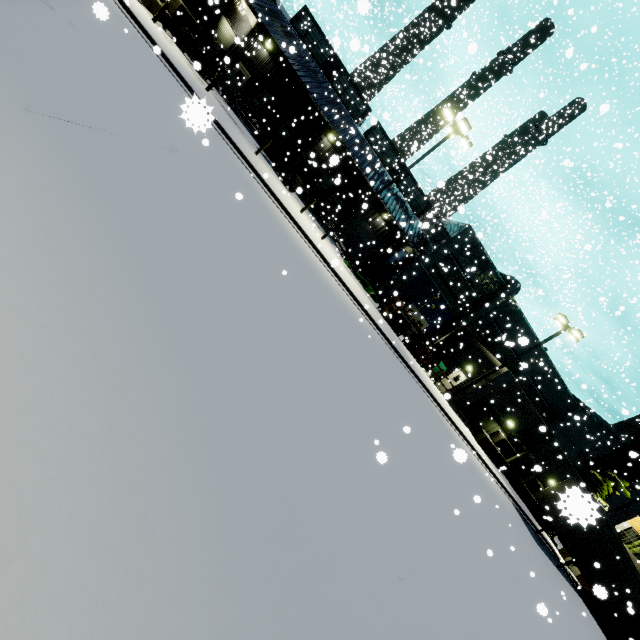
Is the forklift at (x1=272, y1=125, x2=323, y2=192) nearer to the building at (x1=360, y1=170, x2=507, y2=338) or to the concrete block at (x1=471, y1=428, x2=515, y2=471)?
the building at (x1=360, y1=170, x2=507, y2=338)

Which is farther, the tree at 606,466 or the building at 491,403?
the tree at 606,466

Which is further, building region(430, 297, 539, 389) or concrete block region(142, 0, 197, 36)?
building region(430, 297, 539, 389)

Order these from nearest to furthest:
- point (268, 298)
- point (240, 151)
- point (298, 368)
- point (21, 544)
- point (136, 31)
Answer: point (21, 544), point (298, 368), point (268, 298), point (136, 31), point (240, 151)

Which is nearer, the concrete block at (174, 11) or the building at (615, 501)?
the concrete block at (174, 11)

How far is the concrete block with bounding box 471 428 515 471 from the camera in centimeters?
2456cm

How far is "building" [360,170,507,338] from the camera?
28.1m

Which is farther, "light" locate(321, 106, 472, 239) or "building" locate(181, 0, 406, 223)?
"building" locate(181, 0, 406, 223)
